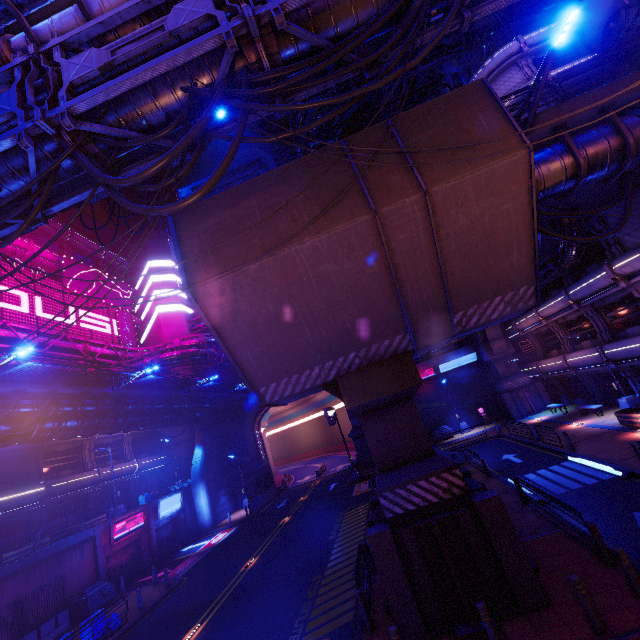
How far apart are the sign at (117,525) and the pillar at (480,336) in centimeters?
3519cm

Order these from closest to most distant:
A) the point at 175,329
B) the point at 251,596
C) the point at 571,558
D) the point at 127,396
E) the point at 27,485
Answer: the point at 571,558
the point at 251,596
the point at 127,396
the point at 27,485
the point at 175,329

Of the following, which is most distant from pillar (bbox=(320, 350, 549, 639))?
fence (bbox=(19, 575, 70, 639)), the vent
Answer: the vent

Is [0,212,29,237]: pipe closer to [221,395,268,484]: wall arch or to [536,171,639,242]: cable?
[221,395,268,484]: wall arch

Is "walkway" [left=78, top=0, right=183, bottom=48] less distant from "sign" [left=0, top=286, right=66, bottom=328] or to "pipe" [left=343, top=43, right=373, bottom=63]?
"pipe" [left=343, top=43, right=373, bottom=63]

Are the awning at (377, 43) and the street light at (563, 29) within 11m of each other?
yes

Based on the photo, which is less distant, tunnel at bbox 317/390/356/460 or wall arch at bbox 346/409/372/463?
wall arch at bbox 346/409/372/463

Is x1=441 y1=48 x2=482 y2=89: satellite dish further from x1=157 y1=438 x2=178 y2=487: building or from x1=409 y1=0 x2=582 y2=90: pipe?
x1=409 y1=0 x2=582 y2=90: pipe
